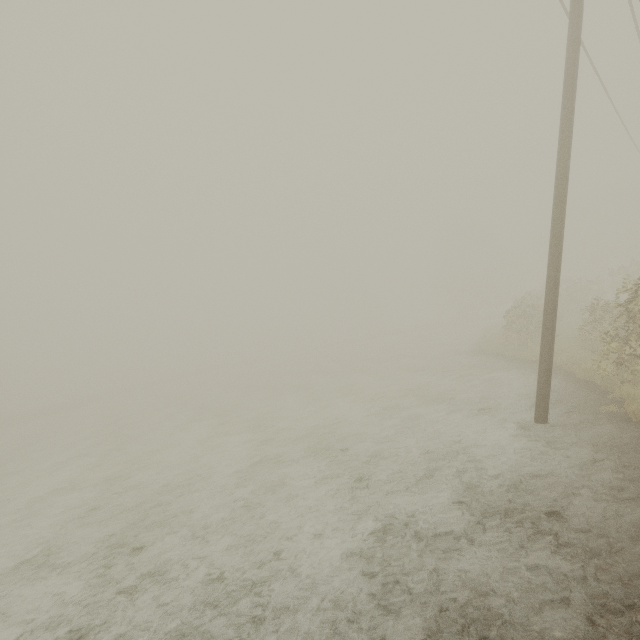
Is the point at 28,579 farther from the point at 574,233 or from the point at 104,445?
the point at 574,233
